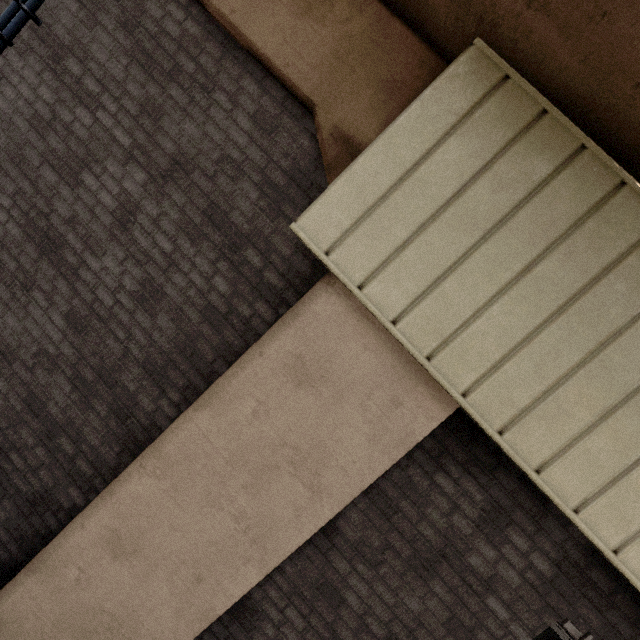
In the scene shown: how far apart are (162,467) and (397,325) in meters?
2.2

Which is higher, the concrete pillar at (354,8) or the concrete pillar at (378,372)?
the concrete pillar at (354,8)

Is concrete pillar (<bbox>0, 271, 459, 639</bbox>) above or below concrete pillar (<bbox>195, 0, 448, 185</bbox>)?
below
